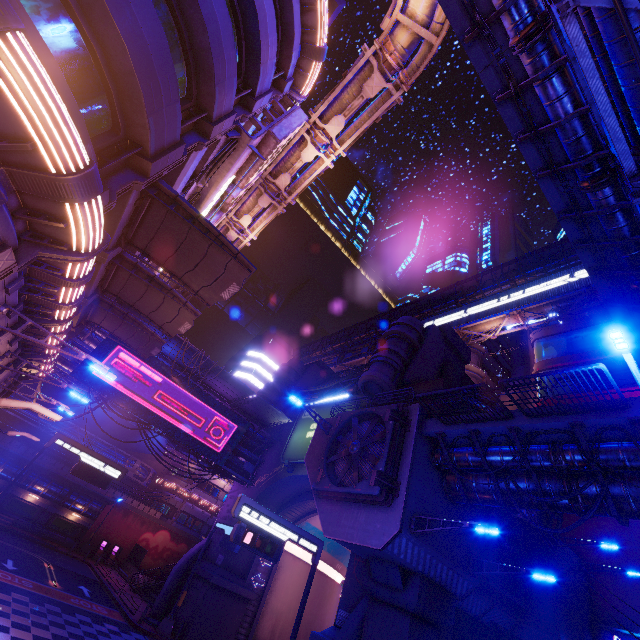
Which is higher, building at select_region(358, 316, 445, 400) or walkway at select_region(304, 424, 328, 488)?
building at select_region(358, 316, 445, 400)

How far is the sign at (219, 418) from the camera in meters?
24.6

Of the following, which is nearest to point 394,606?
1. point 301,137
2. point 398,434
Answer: point 398,434

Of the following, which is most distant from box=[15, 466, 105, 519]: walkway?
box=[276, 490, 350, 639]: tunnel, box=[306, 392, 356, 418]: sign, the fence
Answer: box=[306, 392, 356, 418]: sign

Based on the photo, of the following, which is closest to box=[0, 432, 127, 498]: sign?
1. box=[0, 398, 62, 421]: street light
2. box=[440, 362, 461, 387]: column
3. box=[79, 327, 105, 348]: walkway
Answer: box=[79, 327, 105, 348]: walkway

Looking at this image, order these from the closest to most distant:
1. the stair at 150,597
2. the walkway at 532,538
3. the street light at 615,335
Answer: the street light at 615,335 < the walkway at 532,538 < the stair at 150,597

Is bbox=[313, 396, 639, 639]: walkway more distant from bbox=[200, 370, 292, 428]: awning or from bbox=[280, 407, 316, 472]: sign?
bbox=[200, 370, 292, 428]: awning

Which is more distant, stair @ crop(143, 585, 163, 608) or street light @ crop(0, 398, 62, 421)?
stair @ crop(143, 585, 163, 608)
